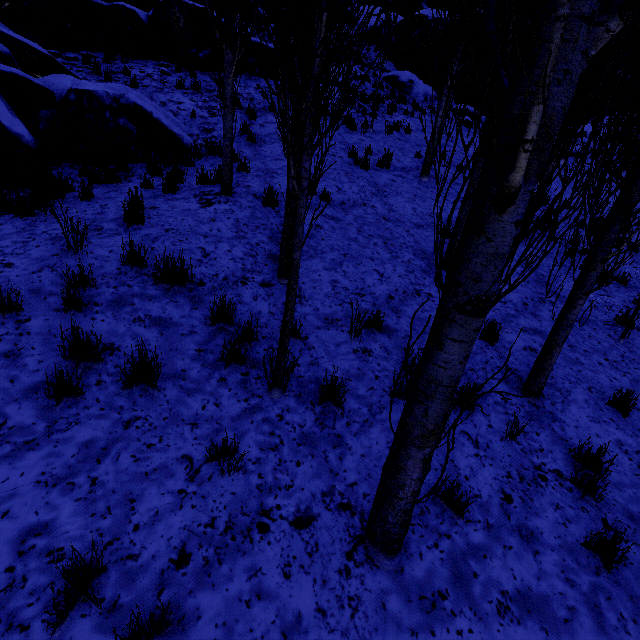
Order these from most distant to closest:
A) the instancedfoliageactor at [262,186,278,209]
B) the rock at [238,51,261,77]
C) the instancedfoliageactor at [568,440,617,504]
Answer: the rock at [238,51,261,77]
the instancedfoliageactor at [262,186,278,209]
the instancedfoliageactor at [568,440,617,504]

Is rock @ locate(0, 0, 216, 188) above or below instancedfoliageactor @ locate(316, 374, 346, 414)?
above

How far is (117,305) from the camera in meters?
3.8

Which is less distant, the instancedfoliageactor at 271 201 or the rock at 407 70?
the instancedfoliageactor at 271 201

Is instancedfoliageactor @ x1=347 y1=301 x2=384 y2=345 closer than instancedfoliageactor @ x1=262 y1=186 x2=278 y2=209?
Yes

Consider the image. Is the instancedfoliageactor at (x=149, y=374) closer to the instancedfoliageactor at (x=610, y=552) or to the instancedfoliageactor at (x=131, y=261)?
the instancedfoliageactor at (x=610, y=552)

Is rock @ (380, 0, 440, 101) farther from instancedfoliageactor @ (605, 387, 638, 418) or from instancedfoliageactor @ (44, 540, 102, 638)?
instancedfoliageactor @ (44, 540, 102, 638)
